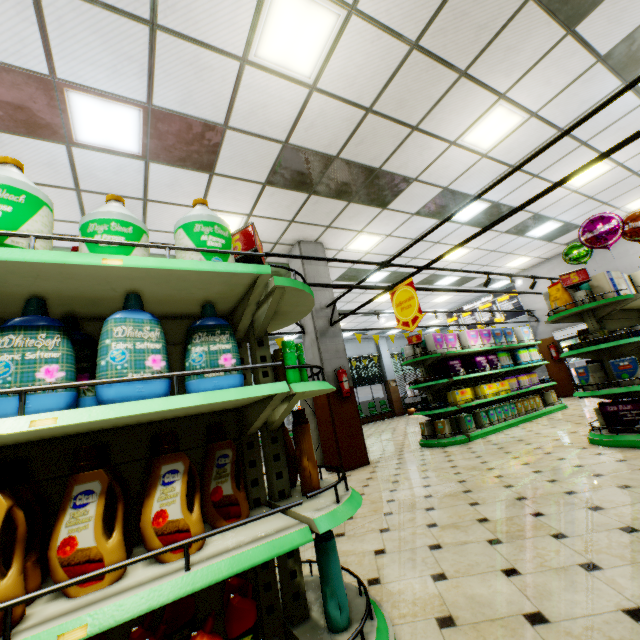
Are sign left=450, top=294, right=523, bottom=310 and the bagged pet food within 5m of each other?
no

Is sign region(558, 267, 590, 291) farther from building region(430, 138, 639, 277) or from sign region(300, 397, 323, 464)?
sign region(300, 397, 323, 464)

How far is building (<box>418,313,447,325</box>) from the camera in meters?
17.5 m

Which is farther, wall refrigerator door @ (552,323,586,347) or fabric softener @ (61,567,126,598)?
wall refrigerator door @ (552,323,586,347)

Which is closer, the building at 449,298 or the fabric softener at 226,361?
the fabric softener at 226,361

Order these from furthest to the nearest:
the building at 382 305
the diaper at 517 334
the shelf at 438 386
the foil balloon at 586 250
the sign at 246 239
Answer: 1. the building at 382 305
2. the diaper at 517 334
3. the shelf at 438 386
4. the foil balloon at 586 250
5. the sign at 246 239

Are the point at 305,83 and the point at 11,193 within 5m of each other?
yes

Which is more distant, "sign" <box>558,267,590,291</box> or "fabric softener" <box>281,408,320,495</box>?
"sign" <box>558,267,590,291</box>
